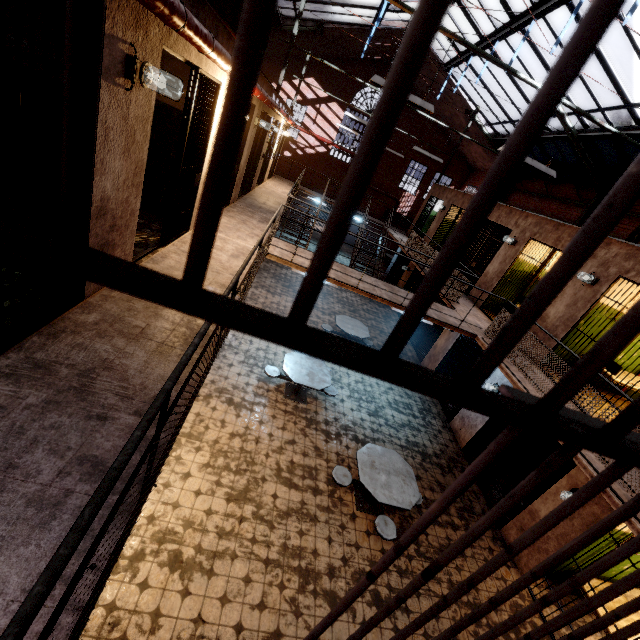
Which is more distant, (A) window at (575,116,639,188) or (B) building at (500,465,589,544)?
(A) window at (575,116,639,188)

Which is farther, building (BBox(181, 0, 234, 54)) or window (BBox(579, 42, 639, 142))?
window (BBox(579, 42, 639, 142))

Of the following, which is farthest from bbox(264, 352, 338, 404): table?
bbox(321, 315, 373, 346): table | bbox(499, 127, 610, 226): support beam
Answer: bbox(499, 127, 610, 226): support beam

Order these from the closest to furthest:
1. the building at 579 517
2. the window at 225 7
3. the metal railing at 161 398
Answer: the metal railing at 161 398
the building at 579 517
the window at 225 7

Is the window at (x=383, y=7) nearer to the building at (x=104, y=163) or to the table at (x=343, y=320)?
the building at (x=104, y=163)

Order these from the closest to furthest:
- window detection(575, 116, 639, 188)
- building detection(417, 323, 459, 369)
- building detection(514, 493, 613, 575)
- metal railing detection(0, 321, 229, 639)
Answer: metal railing detection(0, 321, 229, 639), building detection(514, 493, 613, 575), window detection(575, 116, 639, 188), building detection(417, 323, 459, 369)

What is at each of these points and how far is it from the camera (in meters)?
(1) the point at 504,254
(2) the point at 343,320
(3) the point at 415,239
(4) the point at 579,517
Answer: (1) building, 9.75
(2) table, 10.65
(3) metal railing, 12.98
(4) building, 5.55

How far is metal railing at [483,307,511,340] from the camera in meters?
6.9
